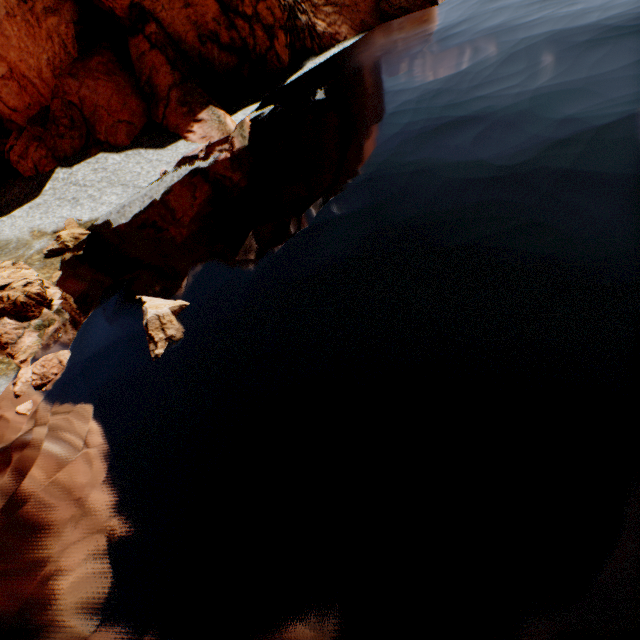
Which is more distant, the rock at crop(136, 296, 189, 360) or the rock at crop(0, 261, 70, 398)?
the rock at crop(0, 261, 70, 398)

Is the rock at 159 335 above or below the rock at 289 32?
below

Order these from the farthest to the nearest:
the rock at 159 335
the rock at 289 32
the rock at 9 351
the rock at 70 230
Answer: the rock at 289 32 < the rock at 70 230 < the rock at 9 351 < the rock at 159 335

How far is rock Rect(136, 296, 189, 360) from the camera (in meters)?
11.00

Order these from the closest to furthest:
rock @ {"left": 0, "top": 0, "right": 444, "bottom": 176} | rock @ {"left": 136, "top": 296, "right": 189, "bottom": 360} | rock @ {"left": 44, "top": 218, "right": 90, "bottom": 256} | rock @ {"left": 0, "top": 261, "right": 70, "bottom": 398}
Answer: rock @ {"left": 136, "top": 296, "right": 189, "bottom": 360}, rock @ {"left": 0, "top": 261, "right": 70, "bottom": 398}, rock @ {"left": 44, "top": 218, "right": 90, "bottom": 256}, rock @ {"left": 0, "top": 0, "right": 444, "bottom": 176}

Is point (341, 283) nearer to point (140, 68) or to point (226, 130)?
point (226, 130)

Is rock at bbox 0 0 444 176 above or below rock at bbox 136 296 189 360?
above
